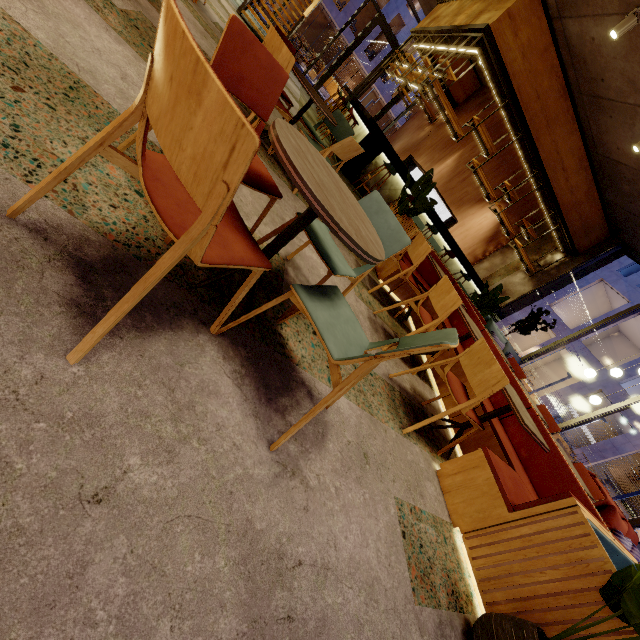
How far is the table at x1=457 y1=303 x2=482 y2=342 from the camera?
3.12m

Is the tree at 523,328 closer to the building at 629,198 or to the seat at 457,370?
the building at 629,198

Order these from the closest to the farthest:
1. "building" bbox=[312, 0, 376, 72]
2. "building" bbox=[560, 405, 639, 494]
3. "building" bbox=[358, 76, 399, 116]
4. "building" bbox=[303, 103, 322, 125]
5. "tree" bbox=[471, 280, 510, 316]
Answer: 1. "tree" bbox=[471, 280, 510, 316]
2. "building" bbox=[303, 103, 322, 125]
3. "building" bbox=[560, 405, 639, 494]
4. "building" bbox=[312, 0, 376, 72]
5. "building" bbox=[358, 76, 399, 116]

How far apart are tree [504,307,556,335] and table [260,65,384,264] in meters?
8.7 m

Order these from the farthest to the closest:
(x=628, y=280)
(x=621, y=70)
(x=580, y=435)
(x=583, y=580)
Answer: (x=580, y=435)
(x=628, y=280)
(x=621, y=70)
(x=583, y=580)

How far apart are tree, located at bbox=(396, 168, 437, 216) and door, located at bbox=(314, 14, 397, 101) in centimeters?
1154cm

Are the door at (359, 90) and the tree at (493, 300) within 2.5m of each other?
no

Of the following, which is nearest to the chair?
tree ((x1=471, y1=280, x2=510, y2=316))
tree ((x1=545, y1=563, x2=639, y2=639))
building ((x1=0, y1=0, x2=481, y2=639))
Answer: building ((x1=0, y1=0, x2=481, y2=639))
